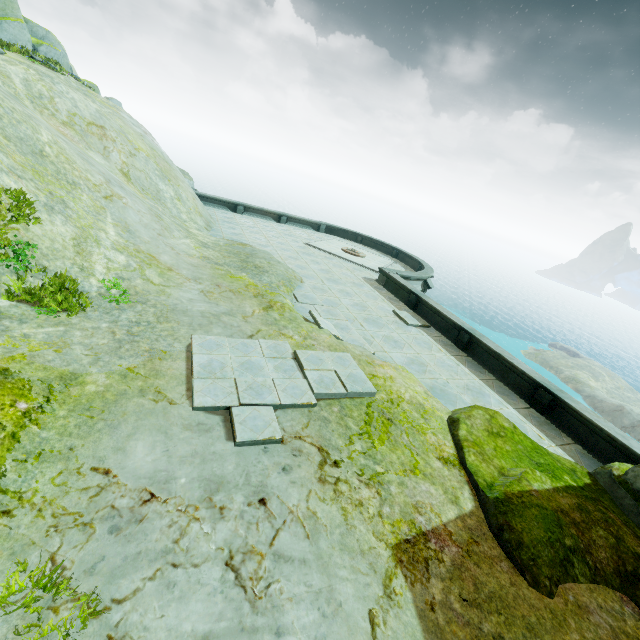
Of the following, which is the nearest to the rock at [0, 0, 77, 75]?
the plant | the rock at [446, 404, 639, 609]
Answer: the rock at [446, 404, 639, 609]

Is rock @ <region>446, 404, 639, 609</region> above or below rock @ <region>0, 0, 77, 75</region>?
below

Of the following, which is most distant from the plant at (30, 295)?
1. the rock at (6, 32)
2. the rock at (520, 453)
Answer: the rock at (6, 32)

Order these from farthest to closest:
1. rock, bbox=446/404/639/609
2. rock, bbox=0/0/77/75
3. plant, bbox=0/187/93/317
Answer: rock, bbox=0/0/77/75, plant, bbox=0/187/93/317, rock, bbox=446/404/639/609

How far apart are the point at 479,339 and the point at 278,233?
16.1m

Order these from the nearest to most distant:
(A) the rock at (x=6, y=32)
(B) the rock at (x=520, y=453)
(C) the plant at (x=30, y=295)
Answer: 1. (B) the rock at (x=520, y=453)
2. (C) the plant at (x=30, y=295)
3. (A) the rock at (x=6, y=32)
